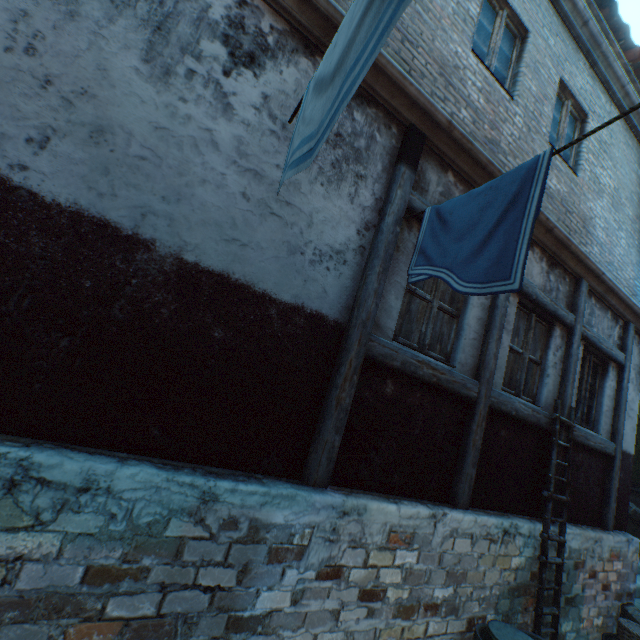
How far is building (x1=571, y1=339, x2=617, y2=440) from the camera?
5.45m

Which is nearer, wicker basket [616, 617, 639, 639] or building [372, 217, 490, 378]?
building [372, 217, 490, 378]

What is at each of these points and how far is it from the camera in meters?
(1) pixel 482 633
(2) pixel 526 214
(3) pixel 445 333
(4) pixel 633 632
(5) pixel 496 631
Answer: (1) barrel, 3.4
(2) clothesline, 1.9
(3) building, 3.9
(4) wicker basket, 4.5
(5) barrel lid, 3.3

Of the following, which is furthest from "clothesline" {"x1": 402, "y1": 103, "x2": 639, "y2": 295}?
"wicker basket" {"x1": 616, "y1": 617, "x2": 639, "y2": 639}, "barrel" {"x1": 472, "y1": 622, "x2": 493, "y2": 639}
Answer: "wicker basket" {"x1": 616, "y1": 617, "x2": 639, "y2": 639}

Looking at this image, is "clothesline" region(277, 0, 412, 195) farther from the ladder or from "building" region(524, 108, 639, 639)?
the ladder

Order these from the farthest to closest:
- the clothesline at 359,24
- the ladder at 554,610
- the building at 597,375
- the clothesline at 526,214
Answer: the building at 597,375 → the ladder at 554,610 → the clothesline at 526,214 → the clothesline at 359,24

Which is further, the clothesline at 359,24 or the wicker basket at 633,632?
the wicker basket at 633,632

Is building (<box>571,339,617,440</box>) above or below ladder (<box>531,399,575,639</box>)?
above
